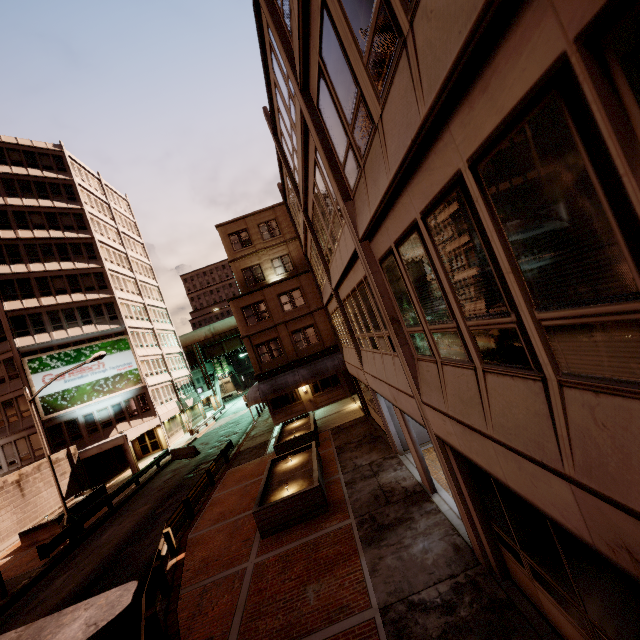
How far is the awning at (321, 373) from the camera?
26.27m

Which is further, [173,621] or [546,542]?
[173,621]

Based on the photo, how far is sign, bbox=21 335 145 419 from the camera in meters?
30.5 m

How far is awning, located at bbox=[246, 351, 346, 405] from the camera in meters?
26.3 m

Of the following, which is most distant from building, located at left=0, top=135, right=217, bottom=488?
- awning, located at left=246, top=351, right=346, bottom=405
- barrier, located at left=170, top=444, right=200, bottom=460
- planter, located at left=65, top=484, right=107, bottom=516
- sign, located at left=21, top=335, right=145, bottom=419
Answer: awning, located at left=246, top=351, right=346, bottom=405

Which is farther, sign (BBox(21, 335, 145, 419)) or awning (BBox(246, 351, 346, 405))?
sign (BBox(21, 335, 145, 419))

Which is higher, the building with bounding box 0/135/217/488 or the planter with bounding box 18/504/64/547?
the building with bounding box 0/135/217/488

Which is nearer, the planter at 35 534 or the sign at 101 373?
the planter at 35 534
